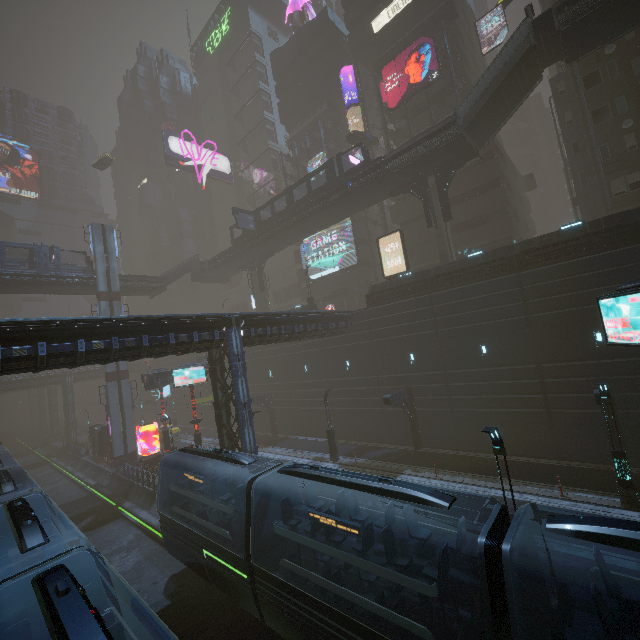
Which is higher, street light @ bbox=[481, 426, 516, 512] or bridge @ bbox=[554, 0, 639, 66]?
bridge @ bbox=[554, 0, 639, 66]

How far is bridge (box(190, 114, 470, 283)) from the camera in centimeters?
2566cm

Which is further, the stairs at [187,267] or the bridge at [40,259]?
the stairs at [187,267]

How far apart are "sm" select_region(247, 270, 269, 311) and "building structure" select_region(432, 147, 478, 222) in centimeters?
2574cm

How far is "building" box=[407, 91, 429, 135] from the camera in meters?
36.3 m

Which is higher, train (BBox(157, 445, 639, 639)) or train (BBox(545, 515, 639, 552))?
train (BBox(545, 515, 639, 552))

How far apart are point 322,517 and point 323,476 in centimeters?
129cm

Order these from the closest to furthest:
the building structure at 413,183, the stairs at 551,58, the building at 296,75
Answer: the stairs at 551,58
the building structure at 413,183
the building at 296,75
